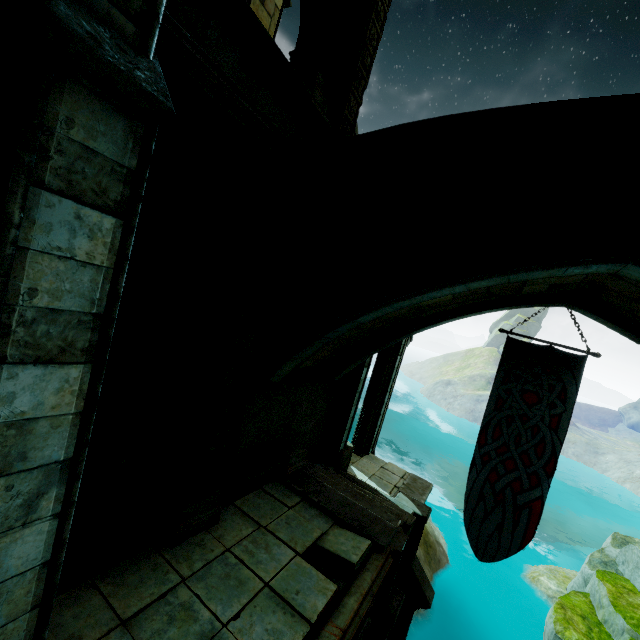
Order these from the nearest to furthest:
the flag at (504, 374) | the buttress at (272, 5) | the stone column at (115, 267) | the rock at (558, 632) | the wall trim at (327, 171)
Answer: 1. the stone column at (115, 267)
2. the wall trim at (327, 171)
3. the flag at (504, 374)
4. the rock at (558, 632)
5. the buttress at (272, 5)

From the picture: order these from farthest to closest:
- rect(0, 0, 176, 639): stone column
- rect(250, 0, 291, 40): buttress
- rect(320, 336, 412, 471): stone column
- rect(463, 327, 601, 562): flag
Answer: rect(250, 0, 291, 40): buttress, rect(320, 336, 412, 471): stone column, rect(463, 327, 601, 562): flag, rect(0, 0, 176, 639): stone column

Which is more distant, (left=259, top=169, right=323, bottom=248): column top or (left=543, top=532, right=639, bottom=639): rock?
(left=543, top=532, right=639, bottom=639): rock

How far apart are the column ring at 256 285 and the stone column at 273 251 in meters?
0.0

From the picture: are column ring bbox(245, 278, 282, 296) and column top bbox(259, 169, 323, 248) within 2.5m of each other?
yes

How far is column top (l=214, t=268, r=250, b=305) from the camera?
4.52m

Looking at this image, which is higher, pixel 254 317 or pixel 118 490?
pixel 254 317

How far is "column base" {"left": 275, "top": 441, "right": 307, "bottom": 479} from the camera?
7.2 meters
